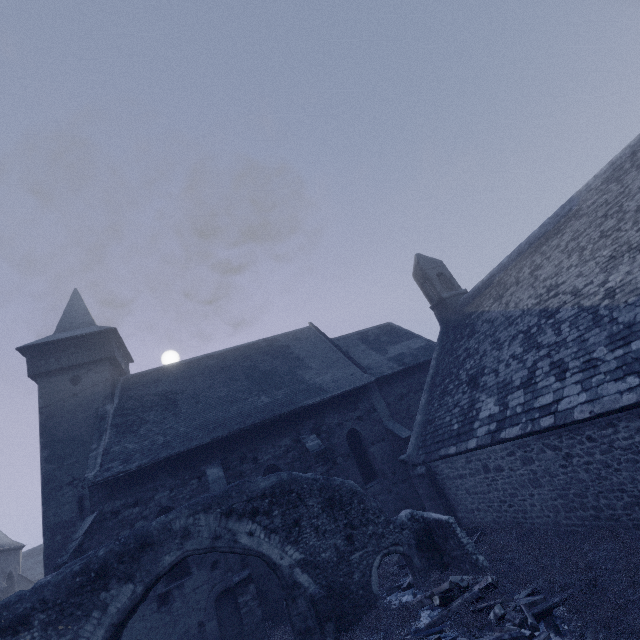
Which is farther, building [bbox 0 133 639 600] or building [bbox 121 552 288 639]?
building [bbox 121 552 288 639]

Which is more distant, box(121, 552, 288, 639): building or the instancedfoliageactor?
box(121, 552, 288, 639): building

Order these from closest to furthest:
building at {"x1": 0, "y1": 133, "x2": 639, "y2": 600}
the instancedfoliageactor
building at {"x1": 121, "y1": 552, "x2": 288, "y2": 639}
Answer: the instancedfoliageactor
building at {"x1": 0, "y1": 133, "x2": 639, "y2": 600}
building at {"x1": 121, "y1": 552, "x2": 288, "y2": 639}

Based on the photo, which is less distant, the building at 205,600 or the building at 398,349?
the building at 398,349

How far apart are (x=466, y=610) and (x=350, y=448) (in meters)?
9.18

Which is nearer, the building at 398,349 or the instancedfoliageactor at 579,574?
the instancedfoliageactor at 579,574

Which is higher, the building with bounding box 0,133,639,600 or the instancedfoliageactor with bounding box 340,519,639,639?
the building with bounding box 0,133,639,600
